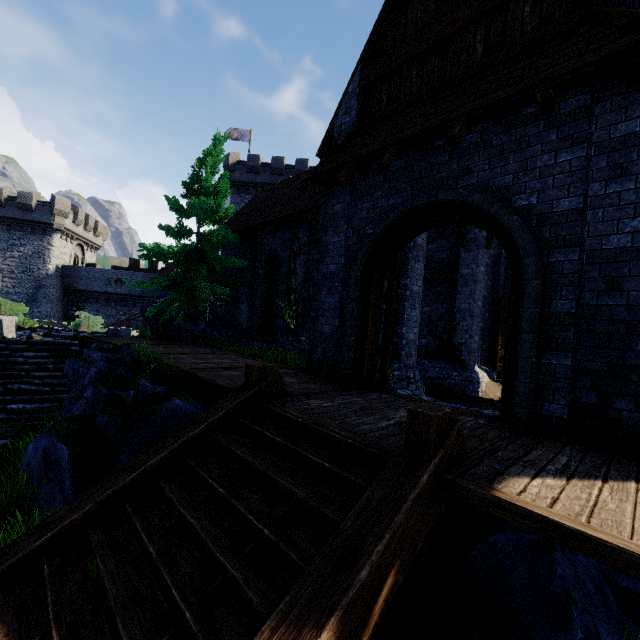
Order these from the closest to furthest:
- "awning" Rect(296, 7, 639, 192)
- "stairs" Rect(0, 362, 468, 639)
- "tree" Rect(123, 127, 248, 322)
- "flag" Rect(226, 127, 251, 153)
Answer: "stairs" Rect(0, 362, 468, 639) → "awning" Rect(296, 7, 639, 192) → "tree" Rect(123, 127, 248, 322) → "flag" Rect(226, 127, 251, 153)

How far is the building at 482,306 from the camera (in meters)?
9.81

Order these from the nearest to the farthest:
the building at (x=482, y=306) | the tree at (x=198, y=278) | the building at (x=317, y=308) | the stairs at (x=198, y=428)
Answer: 1. the stairs at (x=198, y=428)
2. the building at (x=317, y=308)
3. the building at (x=482, y=306)
4. the tree at (x=198, y=278)

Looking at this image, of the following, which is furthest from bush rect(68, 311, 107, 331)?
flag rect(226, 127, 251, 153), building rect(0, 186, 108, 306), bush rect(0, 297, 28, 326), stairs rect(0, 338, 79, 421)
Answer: flag rect(226, 127, 251, 153)

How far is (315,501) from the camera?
3.0m

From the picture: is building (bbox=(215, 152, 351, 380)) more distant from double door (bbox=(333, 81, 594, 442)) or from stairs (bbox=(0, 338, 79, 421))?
stairs (bbox=(0, 338, 79, 421))

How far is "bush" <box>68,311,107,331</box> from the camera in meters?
20.8 m
